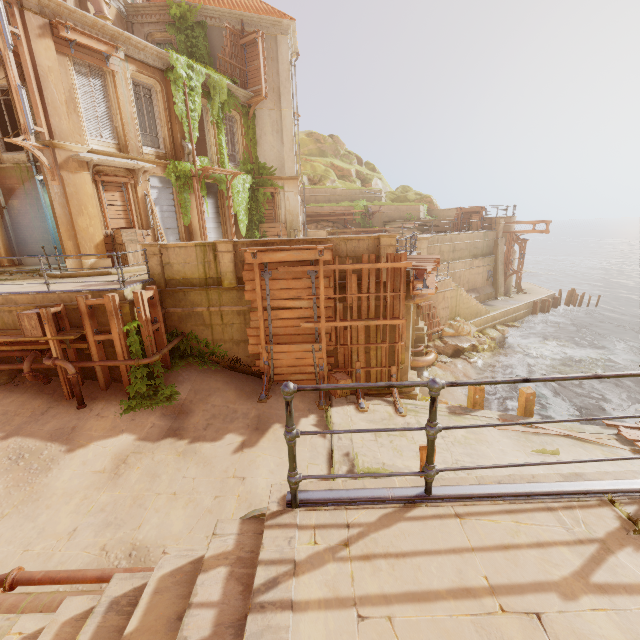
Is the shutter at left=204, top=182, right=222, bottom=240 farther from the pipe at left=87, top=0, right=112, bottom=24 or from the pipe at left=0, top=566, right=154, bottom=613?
the pipe at left=0, top=566, right=154, bottom=613

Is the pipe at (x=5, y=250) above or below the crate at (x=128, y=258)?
above

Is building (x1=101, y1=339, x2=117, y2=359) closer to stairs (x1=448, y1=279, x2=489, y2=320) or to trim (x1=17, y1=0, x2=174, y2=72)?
stairs (x1=448, y1=279, x2=489, y2=320)

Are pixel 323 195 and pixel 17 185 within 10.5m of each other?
no

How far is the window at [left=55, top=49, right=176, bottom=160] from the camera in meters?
12.0 m

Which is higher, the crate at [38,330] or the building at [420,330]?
the crate at [38,330]

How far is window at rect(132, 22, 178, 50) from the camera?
17.38m

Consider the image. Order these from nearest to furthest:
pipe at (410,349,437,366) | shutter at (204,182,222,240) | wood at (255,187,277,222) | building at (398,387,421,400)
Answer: building at (398,387,421,400) → pipe at (410,349,437,366) → shutter at (204,182,222,240) → wood at (255,187,277,222)
